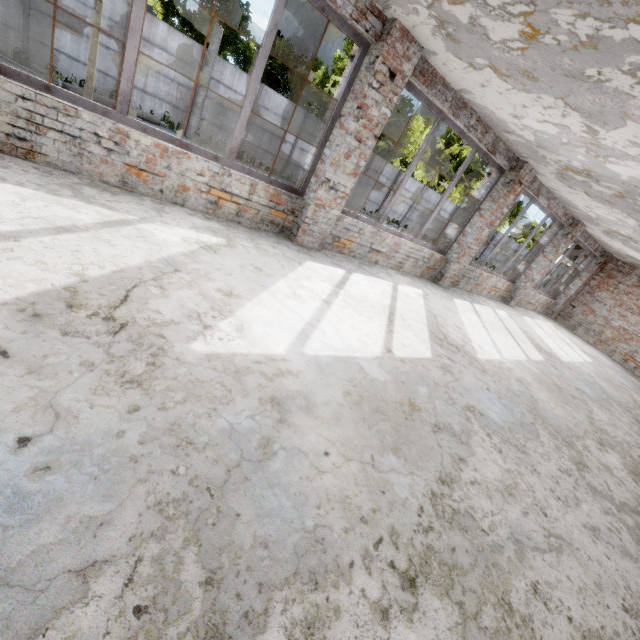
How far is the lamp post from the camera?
13.7m

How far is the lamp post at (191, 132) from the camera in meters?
13.7

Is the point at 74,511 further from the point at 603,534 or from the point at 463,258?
the point at 463,258
